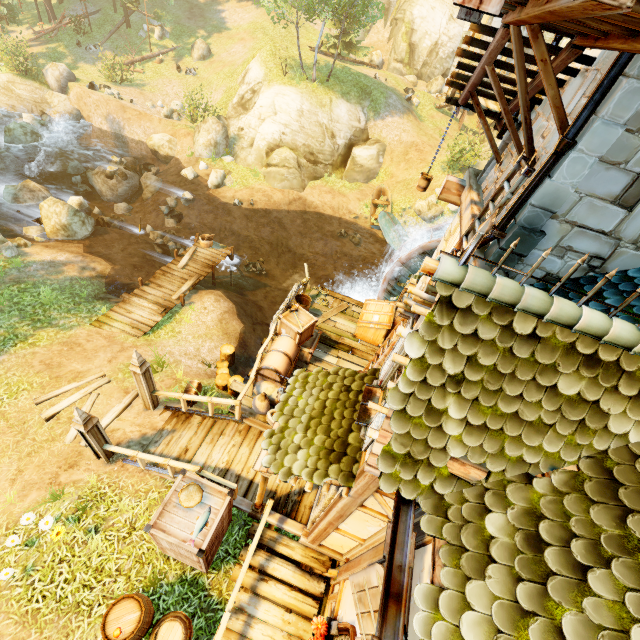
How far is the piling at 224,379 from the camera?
10.82m

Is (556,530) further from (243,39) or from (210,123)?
(243,39)

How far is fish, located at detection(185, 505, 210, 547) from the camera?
5.27m

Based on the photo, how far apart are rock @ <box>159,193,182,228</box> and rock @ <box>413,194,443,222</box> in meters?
15.3 m

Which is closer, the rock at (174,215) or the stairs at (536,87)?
the stairs at (536,87)

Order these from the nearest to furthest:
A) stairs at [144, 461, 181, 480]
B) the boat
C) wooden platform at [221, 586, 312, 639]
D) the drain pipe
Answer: the drain pipe, wooden platform at [221, 586, 312, 639], stairs at [144, 461, 181, 480], the boat

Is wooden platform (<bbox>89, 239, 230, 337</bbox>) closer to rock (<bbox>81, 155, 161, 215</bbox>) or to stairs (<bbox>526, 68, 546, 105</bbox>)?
rock (<bbox>81, 155, 161, 215</bbox>)

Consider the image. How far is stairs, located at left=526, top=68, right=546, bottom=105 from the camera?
5.2 meters
